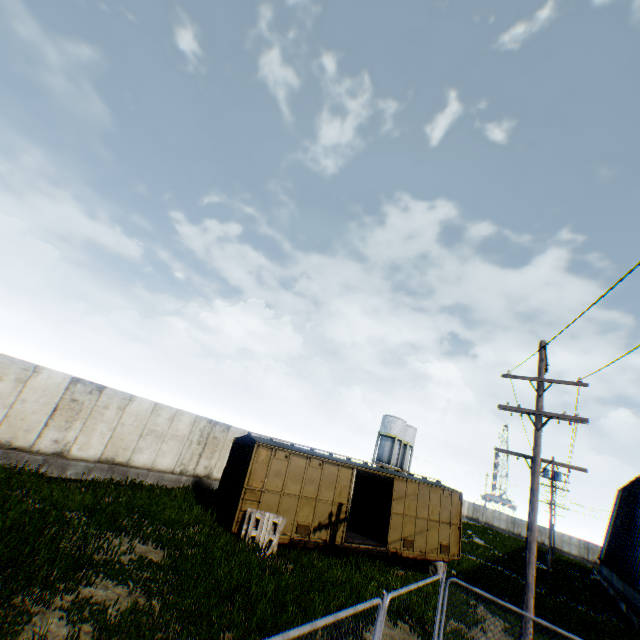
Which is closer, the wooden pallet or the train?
the wooden pallet

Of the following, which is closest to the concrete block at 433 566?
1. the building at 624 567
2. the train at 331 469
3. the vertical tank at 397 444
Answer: the train at 331 469

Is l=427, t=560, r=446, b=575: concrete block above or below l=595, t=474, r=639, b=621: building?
below

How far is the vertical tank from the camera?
52.2m

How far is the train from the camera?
13.1m

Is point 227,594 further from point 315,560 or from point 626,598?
point 626,598

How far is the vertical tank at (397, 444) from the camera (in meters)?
52.25

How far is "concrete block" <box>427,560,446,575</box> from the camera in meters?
16.2
